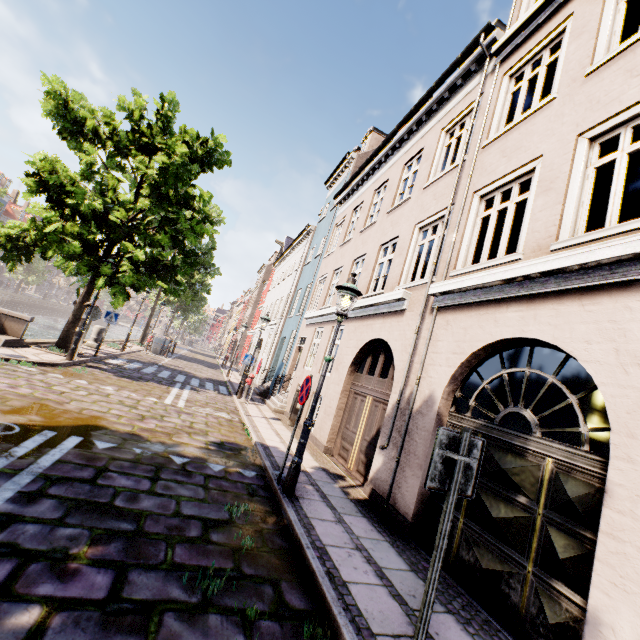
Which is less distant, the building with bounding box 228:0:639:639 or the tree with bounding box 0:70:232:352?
the building with bounding box 228:0:639:639

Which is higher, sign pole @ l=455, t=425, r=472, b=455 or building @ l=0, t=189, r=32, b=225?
building @ l=0, t=189, r=32, b=225

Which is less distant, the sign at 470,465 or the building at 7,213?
the sign at 470,465

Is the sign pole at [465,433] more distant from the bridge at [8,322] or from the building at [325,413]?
the building at [325,413]

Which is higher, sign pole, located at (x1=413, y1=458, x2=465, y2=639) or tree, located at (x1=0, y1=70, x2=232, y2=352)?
tree, located at (x1=0, y1=70, x2=232, y2=352)

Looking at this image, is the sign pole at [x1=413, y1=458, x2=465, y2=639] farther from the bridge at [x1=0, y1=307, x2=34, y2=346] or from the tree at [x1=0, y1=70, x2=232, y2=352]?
the bridge at [x1=0, y1=307, x2=34, y2=346]

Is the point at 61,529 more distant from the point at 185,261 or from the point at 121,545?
the point at 185,261
